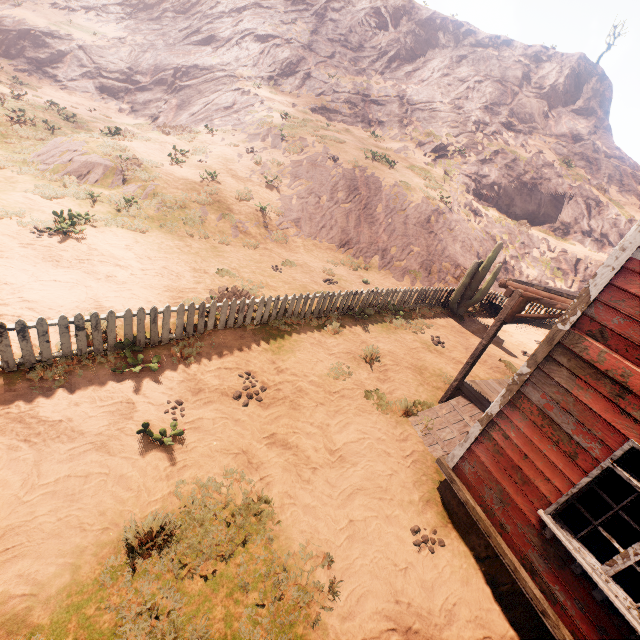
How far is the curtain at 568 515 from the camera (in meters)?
3.91

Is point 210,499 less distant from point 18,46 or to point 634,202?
point 634,202

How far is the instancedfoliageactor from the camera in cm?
1238

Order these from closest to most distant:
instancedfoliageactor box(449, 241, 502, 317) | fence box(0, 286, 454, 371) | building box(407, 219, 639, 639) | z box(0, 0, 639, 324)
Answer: building box(407, 219, 639, 639) < fence box(0, 286, 454, 371) < z box(0, 0, 639, 324) < instancedfoliageactor box(449, 241, 502, 317)

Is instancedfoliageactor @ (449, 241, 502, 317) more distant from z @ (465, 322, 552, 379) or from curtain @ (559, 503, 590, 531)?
curtain @ (559, 503, 590, 531)

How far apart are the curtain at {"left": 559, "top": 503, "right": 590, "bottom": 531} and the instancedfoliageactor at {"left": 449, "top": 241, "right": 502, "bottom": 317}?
9.9m

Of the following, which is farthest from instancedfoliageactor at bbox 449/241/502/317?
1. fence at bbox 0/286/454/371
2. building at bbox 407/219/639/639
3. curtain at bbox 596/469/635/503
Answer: curtain at bbox 596/469/635/503

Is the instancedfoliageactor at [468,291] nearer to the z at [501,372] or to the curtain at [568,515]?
the z at [501,372]
